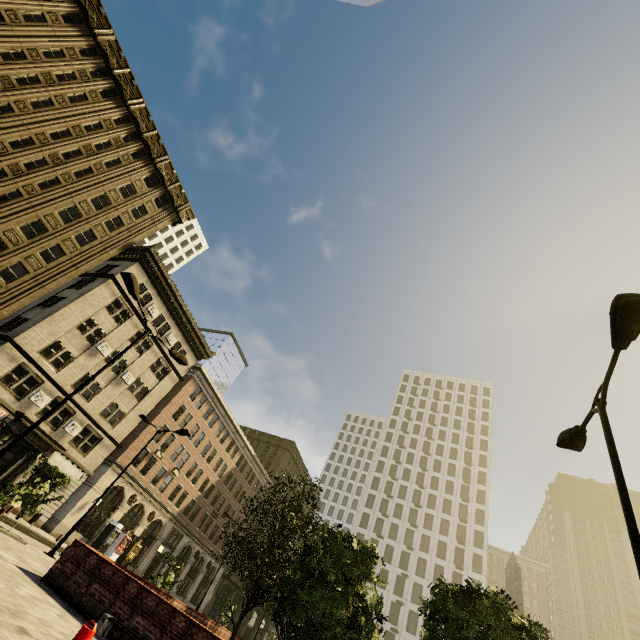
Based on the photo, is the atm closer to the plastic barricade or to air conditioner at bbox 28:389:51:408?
air conditioner at bbox 28:389:51:408

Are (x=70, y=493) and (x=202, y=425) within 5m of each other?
no

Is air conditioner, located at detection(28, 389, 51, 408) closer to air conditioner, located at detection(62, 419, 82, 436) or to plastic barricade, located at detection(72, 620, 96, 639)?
air conditioner, located at detection(62, 419, 82, 436)

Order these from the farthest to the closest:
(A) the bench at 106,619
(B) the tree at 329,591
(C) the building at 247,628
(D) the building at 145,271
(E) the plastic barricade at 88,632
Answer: (C) the building at 247,628 < (D) the building at 145,271 < (B) the tree at 329,591 < (A) the bench at 106,619 < (E) the plastic barricade at 88,632

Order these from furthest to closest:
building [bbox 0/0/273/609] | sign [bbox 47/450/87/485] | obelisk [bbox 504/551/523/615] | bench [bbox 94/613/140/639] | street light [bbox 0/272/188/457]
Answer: sign [bbox 47/450/87/485]
building [bbox 0/0/273/609]
obelisk [bbox 504/551/523/615]
street light [bbox 0/272/188/457]
bench [bbox 94/613/140/639]

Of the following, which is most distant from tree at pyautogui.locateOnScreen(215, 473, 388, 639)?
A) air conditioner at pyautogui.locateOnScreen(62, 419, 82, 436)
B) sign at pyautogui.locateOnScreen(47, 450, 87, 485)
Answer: air conditioner at pyautogui.locateOnScreen(62, 419, 82, 436)

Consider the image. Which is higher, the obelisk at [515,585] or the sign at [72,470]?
the obelisk at [515,585]

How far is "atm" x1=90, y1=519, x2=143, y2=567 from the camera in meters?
30.7
